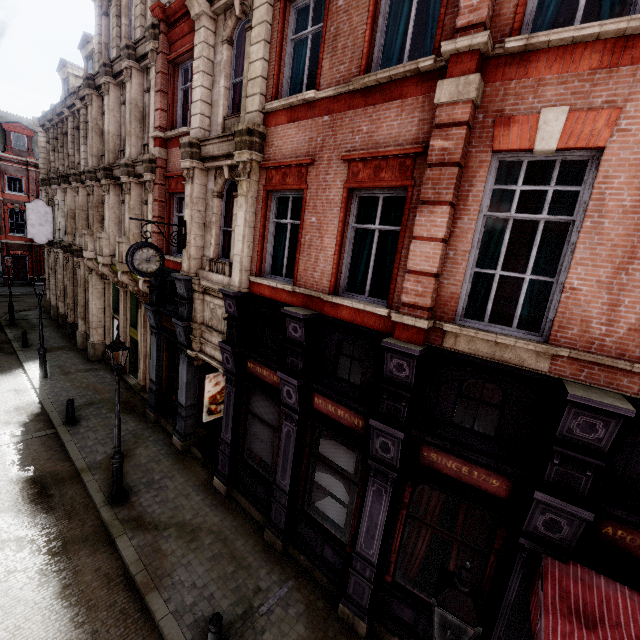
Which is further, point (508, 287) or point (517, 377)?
point (508, 287)

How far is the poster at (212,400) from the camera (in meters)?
11.82

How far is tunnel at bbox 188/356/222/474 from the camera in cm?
1098

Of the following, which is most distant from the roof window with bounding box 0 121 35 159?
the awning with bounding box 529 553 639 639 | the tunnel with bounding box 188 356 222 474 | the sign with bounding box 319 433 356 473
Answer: the awning with bounding box 529 553 639 639

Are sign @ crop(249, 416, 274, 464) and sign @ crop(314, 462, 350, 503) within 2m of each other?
yes

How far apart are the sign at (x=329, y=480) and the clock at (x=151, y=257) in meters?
7.0 m

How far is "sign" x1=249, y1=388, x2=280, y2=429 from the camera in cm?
841

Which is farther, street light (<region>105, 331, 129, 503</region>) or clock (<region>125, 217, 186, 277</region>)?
clock (<region>125, 217, 186, 277</region>)
